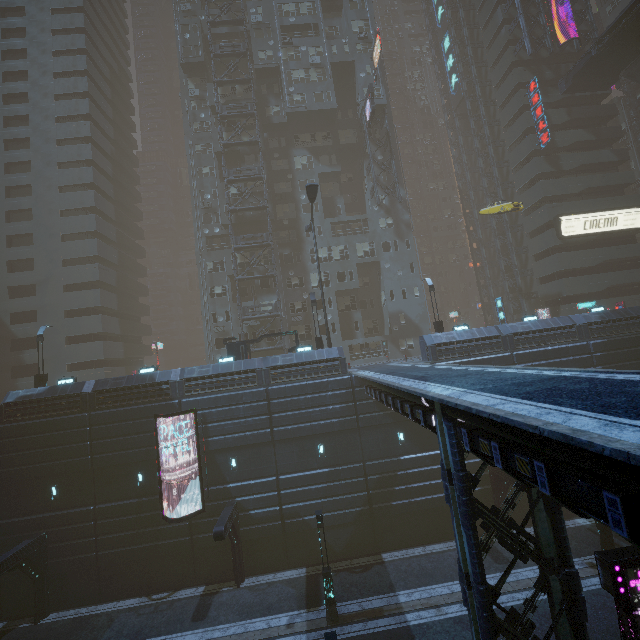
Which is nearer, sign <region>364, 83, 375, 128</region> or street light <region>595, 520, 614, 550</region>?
street light <region>595, 520, 614, 550</region>

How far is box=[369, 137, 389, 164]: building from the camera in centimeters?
4028cm

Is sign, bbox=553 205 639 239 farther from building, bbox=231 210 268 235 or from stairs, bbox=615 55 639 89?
stairs, bbox=615 55 639 89

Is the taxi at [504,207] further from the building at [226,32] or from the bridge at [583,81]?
the bridge at [583,81]

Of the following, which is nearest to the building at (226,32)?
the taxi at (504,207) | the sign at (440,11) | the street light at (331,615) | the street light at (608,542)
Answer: the sign at (440,11)

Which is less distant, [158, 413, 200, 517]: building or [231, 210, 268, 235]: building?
[158, 413, 200, 517]: building

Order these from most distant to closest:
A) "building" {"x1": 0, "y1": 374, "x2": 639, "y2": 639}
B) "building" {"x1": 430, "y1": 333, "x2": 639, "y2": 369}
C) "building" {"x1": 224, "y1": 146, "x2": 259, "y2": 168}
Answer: "building" {"x1": 224, "y1": 146, "x2": 259, "y2": 168}, "building" {"x1": 430, "y1": 333, "x2": 639, "y2": 369}, "building" {"x1": 0, "y1": 374, "x2": 639, "y2": 639}

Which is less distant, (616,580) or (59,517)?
(616,580)
